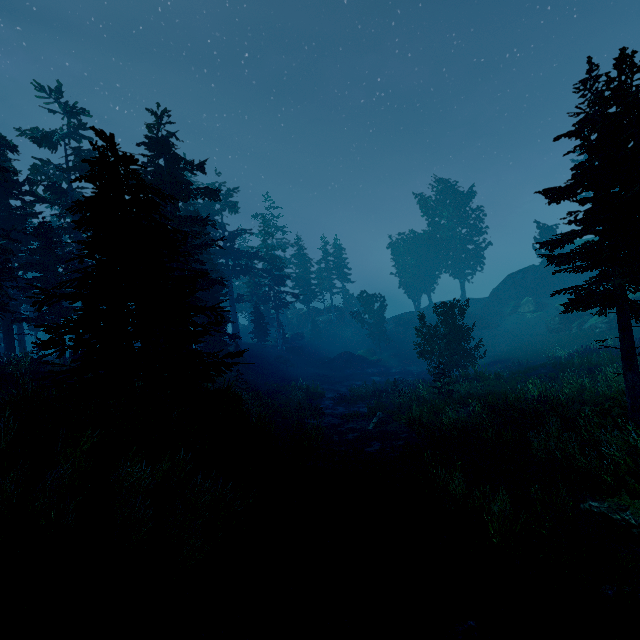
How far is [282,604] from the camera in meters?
5.3 m

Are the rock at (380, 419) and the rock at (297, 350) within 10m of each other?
no

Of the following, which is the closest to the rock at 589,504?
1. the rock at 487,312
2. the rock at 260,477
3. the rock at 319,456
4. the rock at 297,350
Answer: the rock at 319,456

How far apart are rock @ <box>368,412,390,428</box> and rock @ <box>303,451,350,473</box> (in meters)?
6.47

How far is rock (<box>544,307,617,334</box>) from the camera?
29.4 meters

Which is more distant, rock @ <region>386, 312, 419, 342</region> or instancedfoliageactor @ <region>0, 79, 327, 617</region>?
rock @ <region>386, 312, 419, 342</region>

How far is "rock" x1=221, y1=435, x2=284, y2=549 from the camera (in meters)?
6.56
